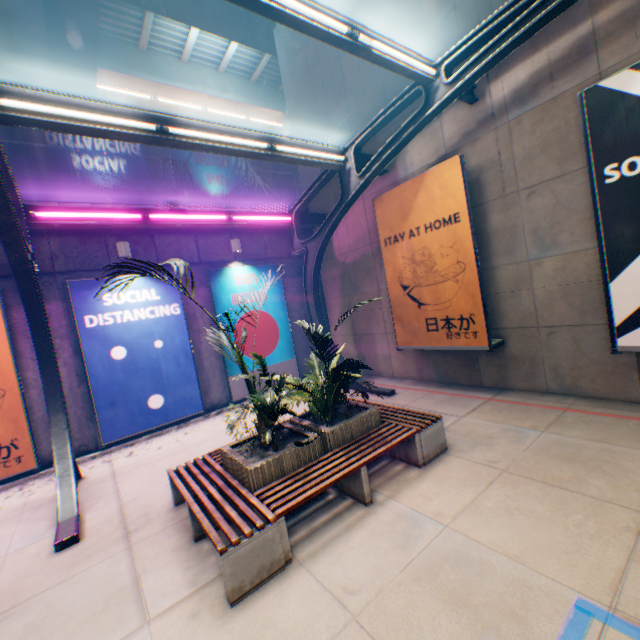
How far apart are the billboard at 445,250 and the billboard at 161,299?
6.0 meters

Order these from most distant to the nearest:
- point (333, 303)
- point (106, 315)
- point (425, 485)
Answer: point (333, 303) < point (106, 315) < point (425, 485)

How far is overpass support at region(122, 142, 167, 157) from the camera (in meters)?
46.41

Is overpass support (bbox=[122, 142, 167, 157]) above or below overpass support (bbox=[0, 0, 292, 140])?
above

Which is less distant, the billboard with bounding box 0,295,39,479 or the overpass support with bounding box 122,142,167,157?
the billboard with bounding box 0,295,39,479

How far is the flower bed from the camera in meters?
4.4

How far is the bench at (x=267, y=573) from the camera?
3.4m

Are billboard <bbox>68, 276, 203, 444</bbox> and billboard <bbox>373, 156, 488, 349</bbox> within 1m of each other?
no
